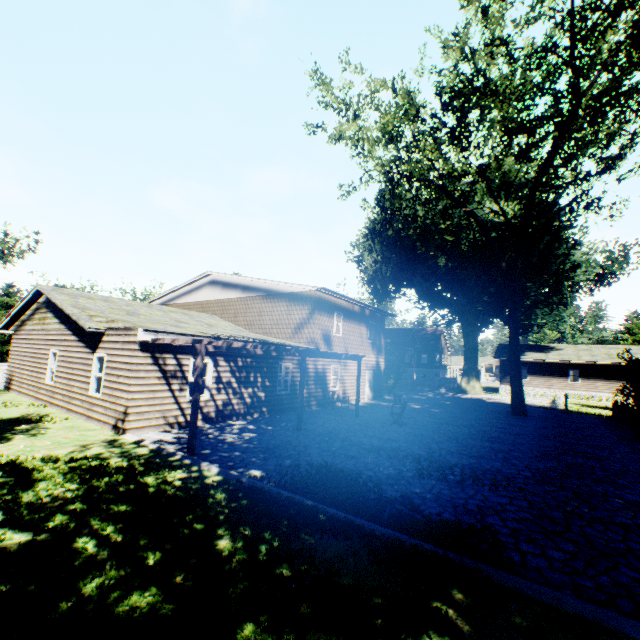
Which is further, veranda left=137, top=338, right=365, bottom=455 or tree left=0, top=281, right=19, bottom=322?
tree left=0, top=281, right=19, bottom=322

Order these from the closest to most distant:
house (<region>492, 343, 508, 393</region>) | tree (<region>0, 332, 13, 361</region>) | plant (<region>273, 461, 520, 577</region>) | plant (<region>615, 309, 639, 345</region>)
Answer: plant (<region>273, 461, 520, 577</region>) → house (<region>492, 343, 508, 393</region>) → tree (<region>0, 332, 13, 361</region>) → plant (<region>615, 309, 639, 345</region>)

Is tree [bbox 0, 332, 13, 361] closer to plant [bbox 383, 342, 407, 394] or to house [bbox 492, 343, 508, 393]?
plant [bbox 383, 342, 407, 394]

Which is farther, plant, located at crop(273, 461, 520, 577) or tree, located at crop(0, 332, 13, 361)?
tree, located at crop(0, 332, 13, 361)

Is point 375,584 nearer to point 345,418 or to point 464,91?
point 345,418

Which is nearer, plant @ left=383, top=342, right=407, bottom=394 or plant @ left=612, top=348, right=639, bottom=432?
plant @ left=612, top=348, right=639, bottom=432

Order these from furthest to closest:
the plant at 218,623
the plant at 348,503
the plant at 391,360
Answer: the plant at 391,360
the plant at 348,503
the plant at 218,623

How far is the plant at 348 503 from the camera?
4.9 meters
